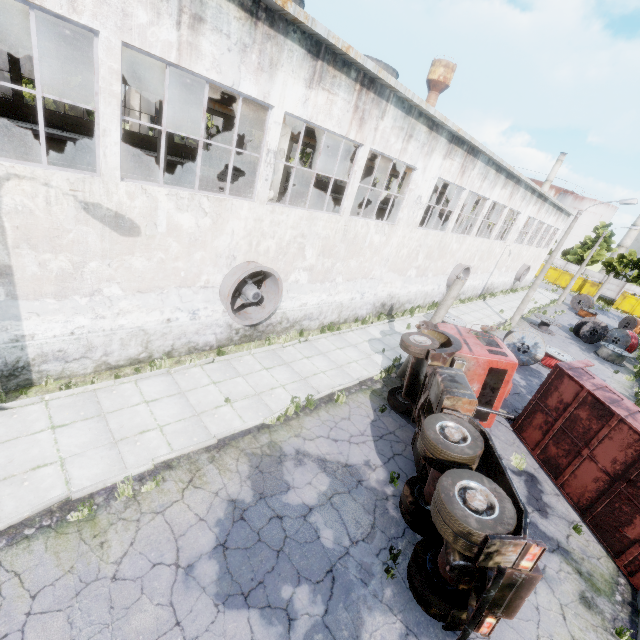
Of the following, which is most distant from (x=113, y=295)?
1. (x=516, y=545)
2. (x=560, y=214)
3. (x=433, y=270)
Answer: (x=560, y=214)

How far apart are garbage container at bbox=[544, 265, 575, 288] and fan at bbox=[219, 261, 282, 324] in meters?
Result: 57.6 m

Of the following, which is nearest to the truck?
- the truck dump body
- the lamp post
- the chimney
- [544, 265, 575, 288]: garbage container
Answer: the lamp post

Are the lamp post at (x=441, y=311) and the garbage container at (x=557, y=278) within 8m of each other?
no

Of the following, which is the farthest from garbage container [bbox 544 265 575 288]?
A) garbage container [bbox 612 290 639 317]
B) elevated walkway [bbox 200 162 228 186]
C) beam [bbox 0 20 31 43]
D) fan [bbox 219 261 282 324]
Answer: fan [bbox 219 261 282 324]

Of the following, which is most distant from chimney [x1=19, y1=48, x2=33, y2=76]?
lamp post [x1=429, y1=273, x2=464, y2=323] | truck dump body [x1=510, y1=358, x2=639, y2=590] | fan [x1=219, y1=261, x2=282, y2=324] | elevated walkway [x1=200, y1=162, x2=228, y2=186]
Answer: truck dump body [x1=510, y1=358, x2=639, y2=590]

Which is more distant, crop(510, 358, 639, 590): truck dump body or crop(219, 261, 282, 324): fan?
crop(219, 261, 282, 324): fan

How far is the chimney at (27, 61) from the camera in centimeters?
5653cm
